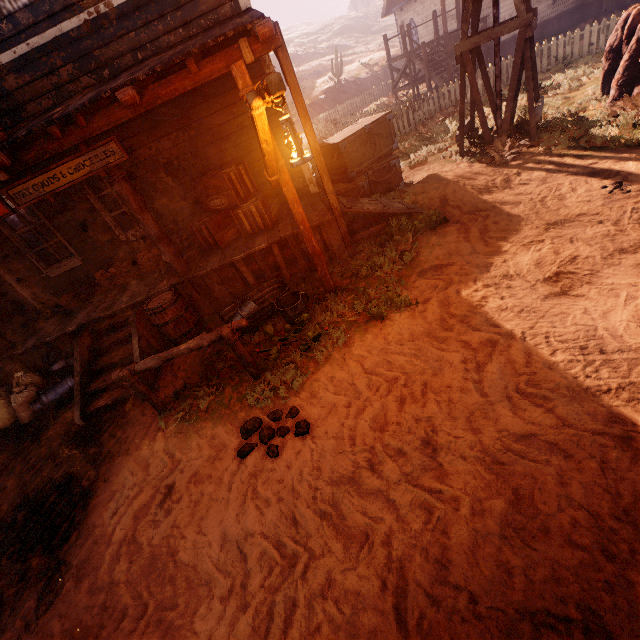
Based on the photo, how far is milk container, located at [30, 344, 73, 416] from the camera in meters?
5.8

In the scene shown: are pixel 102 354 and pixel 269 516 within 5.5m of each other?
yes

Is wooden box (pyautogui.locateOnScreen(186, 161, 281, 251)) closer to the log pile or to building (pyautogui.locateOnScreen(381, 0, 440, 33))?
building (pyautogui.locateOnScreen(381, 0, 440, 33))

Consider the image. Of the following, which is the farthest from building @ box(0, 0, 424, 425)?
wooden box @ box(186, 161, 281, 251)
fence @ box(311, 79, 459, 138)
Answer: fence @ box(311, 79, 459, 138)

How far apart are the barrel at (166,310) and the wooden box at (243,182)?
1.23m

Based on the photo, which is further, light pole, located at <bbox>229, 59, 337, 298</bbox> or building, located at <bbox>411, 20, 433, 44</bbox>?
building, located at <bbox>411, 20, 433, 44</bbox>

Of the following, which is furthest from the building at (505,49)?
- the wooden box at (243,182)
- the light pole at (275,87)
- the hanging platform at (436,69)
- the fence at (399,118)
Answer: the fence at (399,118)

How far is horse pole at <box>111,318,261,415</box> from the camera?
4.19m
